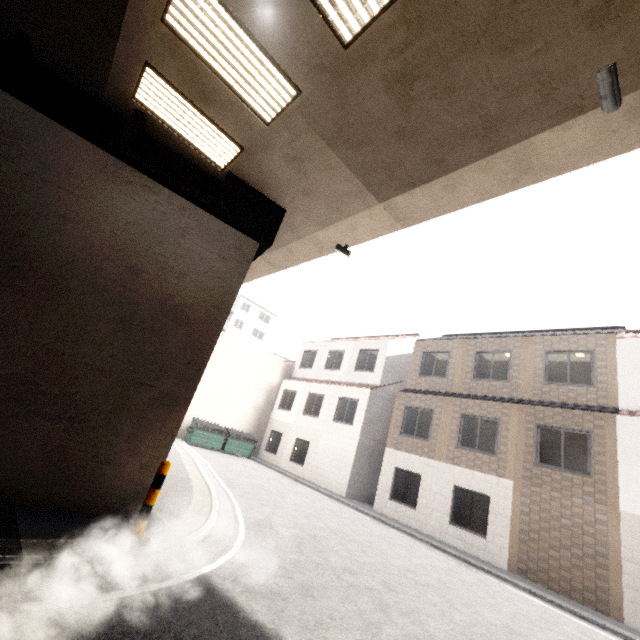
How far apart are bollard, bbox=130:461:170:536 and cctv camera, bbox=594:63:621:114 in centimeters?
788cm

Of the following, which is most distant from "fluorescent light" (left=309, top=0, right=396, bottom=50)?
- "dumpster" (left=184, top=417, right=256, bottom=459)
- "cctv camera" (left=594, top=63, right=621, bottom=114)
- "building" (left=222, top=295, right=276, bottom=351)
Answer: "dumpster" (left=184, top=417, right=256, bottom=459)

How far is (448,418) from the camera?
15.09m

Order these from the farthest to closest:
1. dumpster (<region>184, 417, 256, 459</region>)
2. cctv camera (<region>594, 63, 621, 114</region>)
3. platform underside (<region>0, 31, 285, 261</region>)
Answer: dumpster (<region>184, 417, 256, 459</region>) < platform underside (<region>0, 31, 285, 261</region>) < cctv camera (<region>594, 63, 621, 114</region>)

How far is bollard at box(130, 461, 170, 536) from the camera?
4.94m

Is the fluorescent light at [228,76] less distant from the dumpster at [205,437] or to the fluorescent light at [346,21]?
the fluorescent light at [346,21]

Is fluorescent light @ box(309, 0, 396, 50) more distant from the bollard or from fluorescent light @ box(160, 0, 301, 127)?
the bollard

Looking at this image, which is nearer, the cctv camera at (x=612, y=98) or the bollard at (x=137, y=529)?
the cctv camera at (x=612, y=98)
